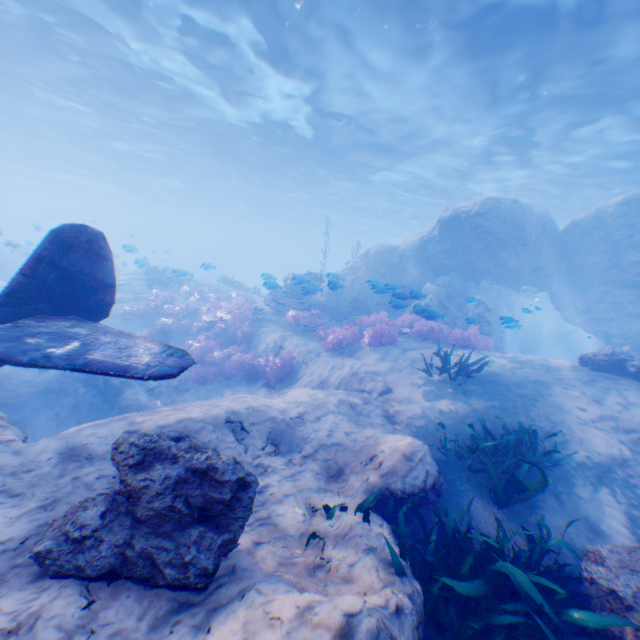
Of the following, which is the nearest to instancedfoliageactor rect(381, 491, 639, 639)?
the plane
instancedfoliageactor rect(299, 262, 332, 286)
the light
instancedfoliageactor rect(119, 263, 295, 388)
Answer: instancedfoliageactor rect(119, 263, 295, 388)

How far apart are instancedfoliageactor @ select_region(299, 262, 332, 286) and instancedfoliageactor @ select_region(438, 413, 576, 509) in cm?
1261

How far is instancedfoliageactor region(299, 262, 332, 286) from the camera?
11.73m

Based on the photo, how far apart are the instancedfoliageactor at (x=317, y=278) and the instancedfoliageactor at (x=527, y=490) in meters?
12.6 m

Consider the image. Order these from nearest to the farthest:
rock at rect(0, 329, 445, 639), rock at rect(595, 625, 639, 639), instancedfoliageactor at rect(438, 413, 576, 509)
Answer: →
rock at rect(0, 329, 445, 639)
rock at rect(595, 625, 639, 639)
instancedfoliageactor at rect(438, 413, 576, 509)

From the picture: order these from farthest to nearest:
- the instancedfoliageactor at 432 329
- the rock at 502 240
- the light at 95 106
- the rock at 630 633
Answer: the rock at 502 240
the light at 95 106
the instancedfoliageactor at 432 329
the rock at 630 633

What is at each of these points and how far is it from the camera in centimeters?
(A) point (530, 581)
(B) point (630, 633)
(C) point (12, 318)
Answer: (A) instancedfoliageactor, 339cm
(B) rock, 289cm
(C) plane, 433cm

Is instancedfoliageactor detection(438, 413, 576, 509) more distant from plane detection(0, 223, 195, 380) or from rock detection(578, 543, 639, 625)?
plane detection(0, 223, 195, 380)
